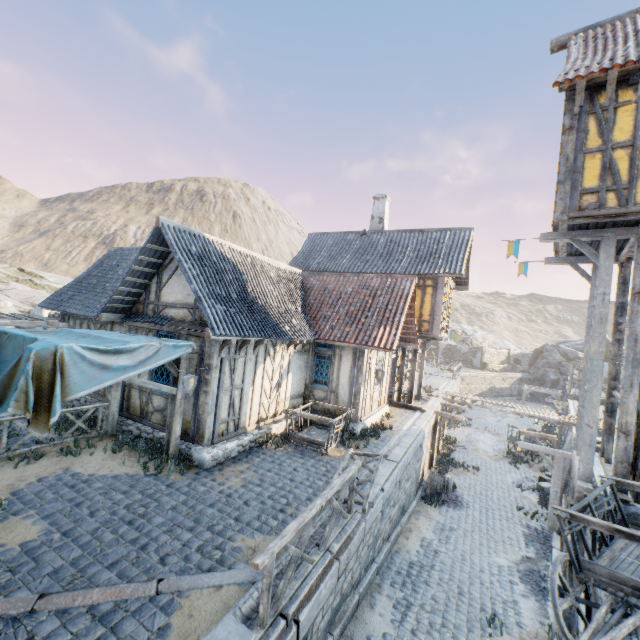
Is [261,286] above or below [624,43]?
below

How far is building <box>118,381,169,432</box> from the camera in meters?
9.3 m

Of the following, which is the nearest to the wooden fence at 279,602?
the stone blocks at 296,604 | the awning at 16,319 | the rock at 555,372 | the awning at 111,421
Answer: the stone blocks at 296,604

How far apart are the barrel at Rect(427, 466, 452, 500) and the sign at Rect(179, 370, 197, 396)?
11.67m

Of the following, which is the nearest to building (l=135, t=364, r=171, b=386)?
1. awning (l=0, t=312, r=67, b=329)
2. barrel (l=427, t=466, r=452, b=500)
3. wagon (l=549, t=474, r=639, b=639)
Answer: awning (l=0, t=312, r=67, b=329)

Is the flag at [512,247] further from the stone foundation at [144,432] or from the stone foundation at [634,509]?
the stone foundation at [144,432]

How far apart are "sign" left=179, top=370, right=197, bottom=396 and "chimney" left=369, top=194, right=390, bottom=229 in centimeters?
1502cm

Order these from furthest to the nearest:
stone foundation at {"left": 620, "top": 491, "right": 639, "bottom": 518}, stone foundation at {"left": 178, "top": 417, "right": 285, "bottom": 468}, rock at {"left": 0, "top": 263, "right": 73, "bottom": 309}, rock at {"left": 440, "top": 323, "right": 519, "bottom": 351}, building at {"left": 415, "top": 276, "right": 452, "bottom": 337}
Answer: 1. rock at {"left": 440, "top": 323, "right": 519, "bottom": 351}
2. rock at {"left": 0, "top": 263, "right": 73, "bottom": 309}
3. building at {"left": 415, "top": 276, "right": 452, "bottom": 337}
4. stone foundation at {"left": 178, "top": 417, "right": 285, "bottom": 468}
5. stone foundation at {"left": 620, "top": 491, "right": 639, "bottom": 518}
